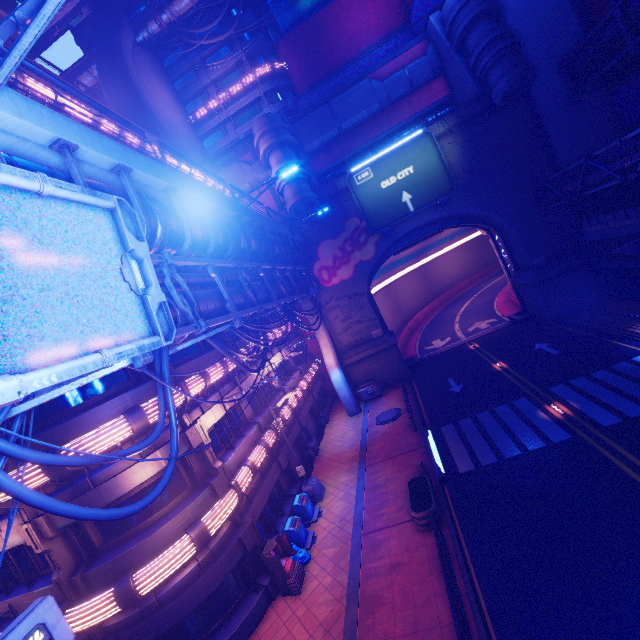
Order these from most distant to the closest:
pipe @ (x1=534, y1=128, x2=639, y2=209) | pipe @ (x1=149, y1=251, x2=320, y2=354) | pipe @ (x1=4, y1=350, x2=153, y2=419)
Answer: pipe @ (x1=534, y1=128, x2=639, y2=209) → pipe @ (x1=149, y1=251, x2=320, y2=354) → pipe @ (x1=4, y1=350, x2=153, y2=419)

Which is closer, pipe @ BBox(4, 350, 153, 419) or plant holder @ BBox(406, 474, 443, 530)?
pipe @ BBox(4, 350, 153, 419)

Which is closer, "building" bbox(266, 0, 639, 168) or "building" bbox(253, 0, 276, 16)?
"building" bbox(266, 0, 639, 168)

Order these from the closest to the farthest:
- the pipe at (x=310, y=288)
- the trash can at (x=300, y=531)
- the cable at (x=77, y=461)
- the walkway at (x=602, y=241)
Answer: the cable at (x=77, y=461)
the pipe at (x=310, y=288)
the trash can at (x=300, y=531)
the walkway at (x=602, y=241)

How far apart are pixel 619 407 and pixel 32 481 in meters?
22.5

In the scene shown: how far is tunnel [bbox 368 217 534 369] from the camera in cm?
3050

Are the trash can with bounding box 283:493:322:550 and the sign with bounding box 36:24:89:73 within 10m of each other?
no

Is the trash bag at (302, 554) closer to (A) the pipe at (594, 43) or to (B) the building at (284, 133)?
(B) the building at (284, 133)
